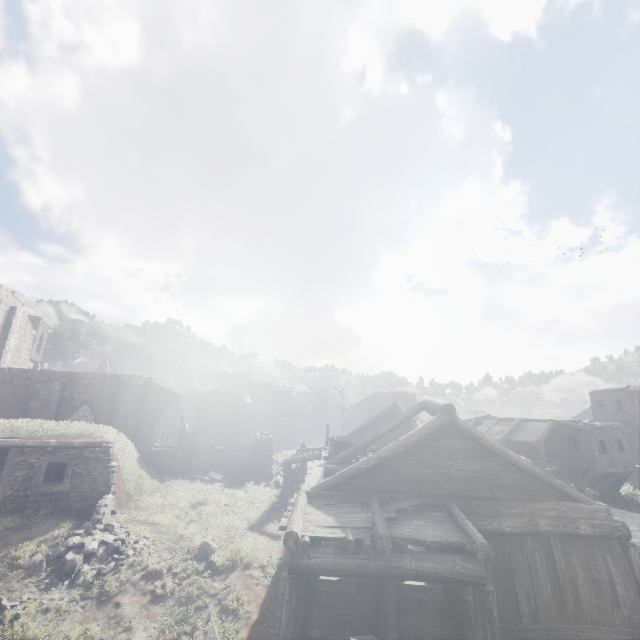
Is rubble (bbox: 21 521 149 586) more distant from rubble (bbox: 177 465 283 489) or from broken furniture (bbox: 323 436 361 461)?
rubble (bbox: 177 465 283 489)

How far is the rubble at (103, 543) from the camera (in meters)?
10.12

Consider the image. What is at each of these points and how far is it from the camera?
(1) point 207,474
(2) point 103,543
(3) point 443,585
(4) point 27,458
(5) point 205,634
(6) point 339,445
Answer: (1) rubble, 22.6m
(2) rubble, 11.3m
(3) building, 9.0m
(4) shelter, 13.5m
(5) building, 5.3m
(6) broken furniture, 16.2m

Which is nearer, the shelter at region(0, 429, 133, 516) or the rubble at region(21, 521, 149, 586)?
the rubble at region(21, 521, 149, 586)

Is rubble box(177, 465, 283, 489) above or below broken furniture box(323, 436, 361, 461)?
below

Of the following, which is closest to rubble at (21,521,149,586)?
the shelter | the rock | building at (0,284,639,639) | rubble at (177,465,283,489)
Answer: the shelter

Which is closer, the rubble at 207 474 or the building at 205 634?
the building at 205 634

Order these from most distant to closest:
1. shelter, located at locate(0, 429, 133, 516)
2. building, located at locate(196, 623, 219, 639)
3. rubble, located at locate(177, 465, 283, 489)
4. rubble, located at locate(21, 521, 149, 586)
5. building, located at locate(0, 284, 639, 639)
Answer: rubble, located at locate(177, 465, 283, 489)
shelter, located at locate(0, 429, 133, 516)
rubble, located at locate(21, 521, 149, 586)
building, located at locate(0, 284, 639, 639)
building, located at locate(196, 623, 219, 639)
